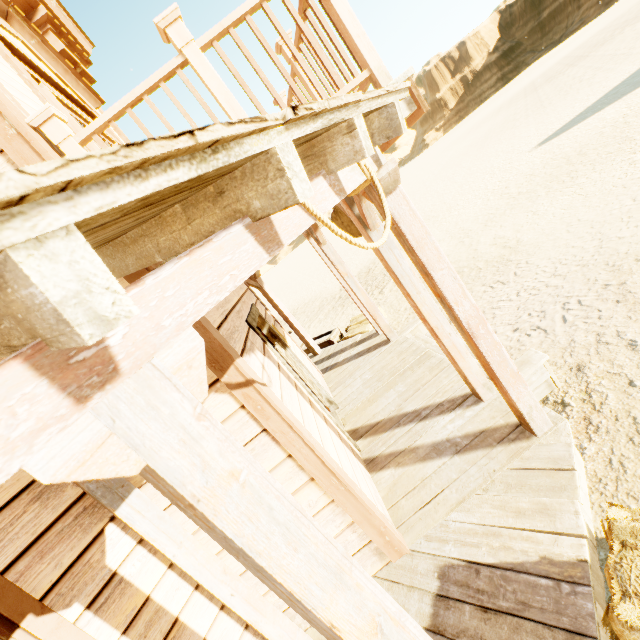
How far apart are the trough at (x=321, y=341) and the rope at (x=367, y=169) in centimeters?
653cm

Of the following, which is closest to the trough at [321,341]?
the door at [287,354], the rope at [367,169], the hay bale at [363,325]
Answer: the hay bale at [363,325]

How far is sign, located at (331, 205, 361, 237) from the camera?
4.3 meters

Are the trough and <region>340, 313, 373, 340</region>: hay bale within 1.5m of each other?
yes

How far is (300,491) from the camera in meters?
2.5 m

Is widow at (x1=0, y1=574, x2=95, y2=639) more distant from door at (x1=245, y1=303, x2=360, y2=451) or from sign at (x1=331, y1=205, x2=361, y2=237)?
sign at (x1=331, y1=205, x2=361, y2=237)

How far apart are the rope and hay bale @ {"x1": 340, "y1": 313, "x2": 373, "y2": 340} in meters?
5.5

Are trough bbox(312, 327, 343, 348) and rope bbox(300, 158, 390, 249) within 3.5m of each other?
no
